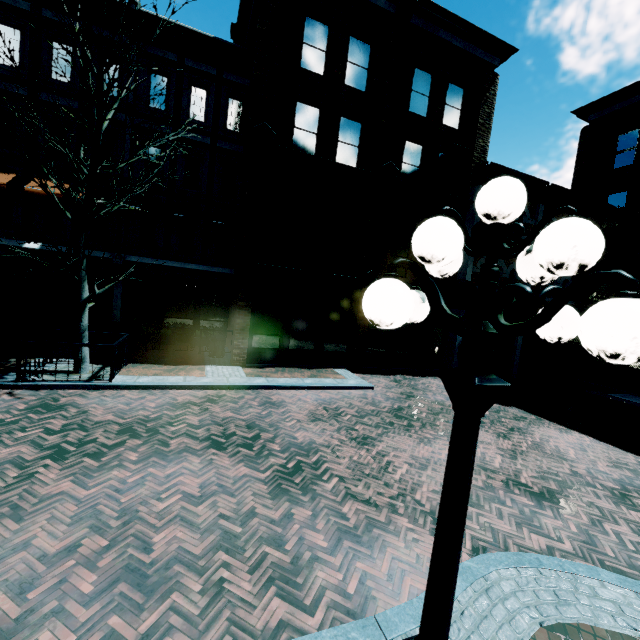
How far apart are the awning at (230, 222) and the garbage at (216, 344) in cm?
467

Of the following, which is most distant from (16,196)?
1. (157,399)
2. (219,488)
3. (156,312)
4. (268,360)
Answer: (219,488)

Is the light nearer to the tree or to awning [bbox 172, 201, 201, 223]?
the tree

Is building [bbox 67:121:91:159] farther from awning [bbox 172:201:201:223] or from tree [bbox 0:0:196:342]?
tree [bbox 0:0:196:342]

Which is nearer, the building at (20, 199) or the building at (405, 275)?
the building at (20, 199)

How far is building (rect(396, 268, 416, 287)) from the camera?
14.2m

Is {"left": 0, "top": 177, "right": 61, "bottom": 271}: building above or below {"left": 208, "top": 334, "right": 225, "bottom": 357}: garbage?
above

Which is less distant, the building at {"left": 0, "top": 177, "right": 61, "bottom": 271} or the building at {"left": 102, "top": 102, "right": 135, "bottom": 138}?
the building at {"left": 0, "top": 177, "right": 61, "bottom": 271}
